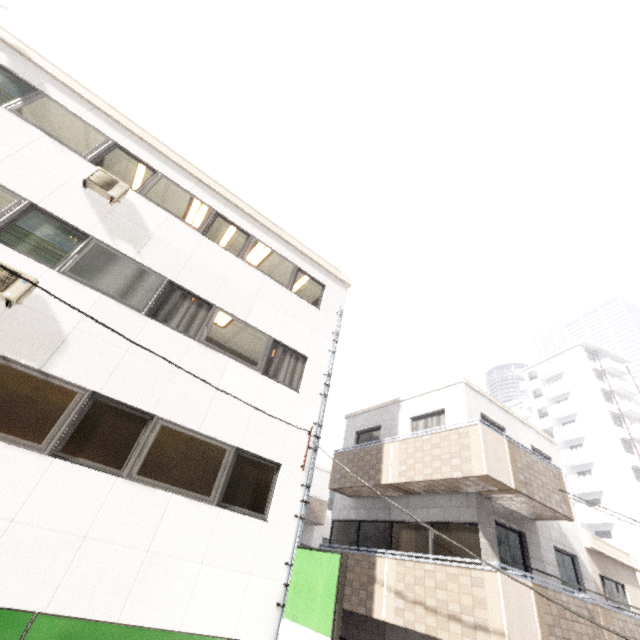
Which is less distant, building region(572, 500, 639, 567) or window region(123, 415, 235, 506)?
window region(123, 415, 235, 506)

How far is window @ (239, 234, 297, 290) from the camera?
9.6m

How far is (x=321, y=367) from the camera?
9.5 meters

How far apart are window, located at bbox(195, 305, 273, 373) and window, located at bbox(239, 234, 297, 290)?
1.7 meters

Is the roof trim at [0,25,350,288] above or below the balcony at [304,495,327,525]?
above

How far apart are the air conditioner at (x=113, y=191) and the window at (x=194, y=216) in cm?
26

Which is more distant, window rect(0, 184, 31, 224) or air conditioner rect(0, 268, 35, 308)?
window rect(0, 184, 31, 224)

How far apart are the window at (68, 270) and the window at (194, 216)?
1.7m
